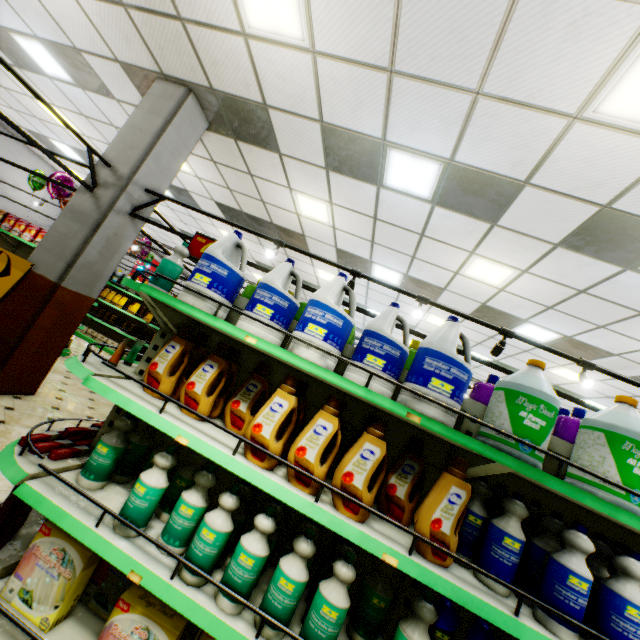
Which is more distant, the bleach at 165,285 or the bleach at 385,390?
the bleach at 165,285

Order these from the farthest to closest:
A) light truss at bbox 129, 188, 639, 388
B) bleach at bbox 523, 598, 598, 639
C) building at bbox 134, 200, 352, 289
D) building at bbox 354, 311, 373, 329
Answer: building at bbox 354, 311, 373, 329 → building at bbox 134, 200, 352, 289 → light truss at bbox 129, 188, 639, 388 → bleach at bbox 523, 598, 598, 639

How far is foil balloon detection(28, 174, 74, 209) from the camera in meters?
7.5 m

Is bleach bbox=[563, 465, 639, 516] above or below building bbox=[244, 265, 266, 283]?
below

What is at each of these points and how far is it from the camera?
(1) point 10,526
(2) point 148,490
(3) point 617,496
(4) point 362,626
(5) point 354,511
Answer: (1) fabric softener, 1.9 meters
(2) bleach, 1.7 meters
(3) bleach, 1.5 meters
(4) bleach, 1.7 meters
(5) fabric softener, 1.5 meters

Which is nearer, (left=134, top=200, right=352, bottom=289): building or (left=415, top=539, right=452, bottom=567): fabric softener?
(left=415, top=539, right=452, bottom=567): fabric softener

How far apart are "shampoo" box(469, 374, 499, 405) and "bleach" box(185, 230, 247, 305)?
1.8 meters

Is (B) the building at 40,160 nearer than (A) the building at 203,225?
No
